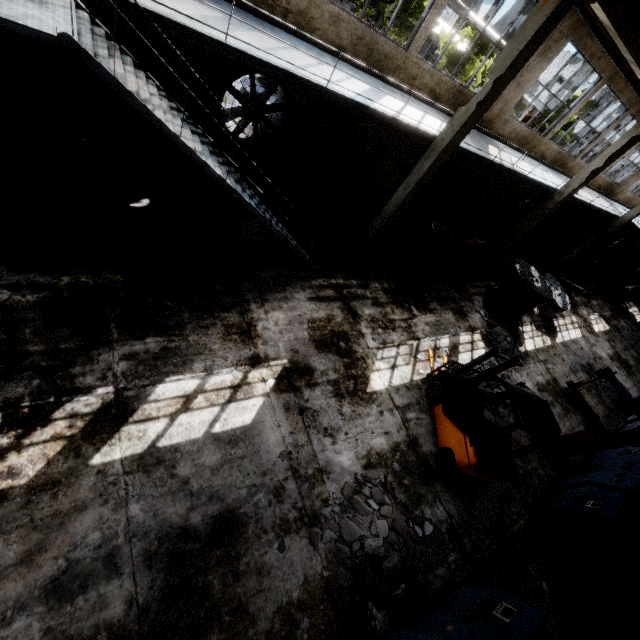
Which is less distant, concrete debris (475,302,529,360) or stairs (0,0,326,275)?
stairs (0,0,326,275)

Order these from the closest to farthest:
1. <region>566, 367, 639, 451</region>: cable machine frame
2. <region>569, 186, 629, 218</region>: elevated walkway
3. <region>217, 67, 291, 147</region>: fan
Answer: <region>217, 67, 291, 147</region>: fan, <region>566, 367, 639, 451</region>: cable machine frame, <region>569, 186, 629, 218</region>: elevated walkway

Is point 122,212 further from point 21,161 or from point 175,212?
point 21,161

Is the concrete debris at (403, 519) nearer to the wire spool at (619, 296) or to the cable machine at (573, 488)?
the cable machine at (573, 488)

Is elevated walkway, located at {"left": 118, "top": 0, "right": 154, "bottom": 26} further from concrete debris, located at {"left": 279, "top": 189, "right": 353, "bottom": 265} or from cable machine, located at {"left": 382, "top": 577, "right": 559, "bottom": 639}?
concrete debris, located at {"left": 279, "top": 189, "right": 353, "bottom": 265}

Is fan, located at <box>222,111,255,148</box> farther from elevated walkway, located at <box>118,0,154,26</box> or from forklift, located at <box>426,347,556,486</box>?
forklift, located at <box>426,347,556,486</box>

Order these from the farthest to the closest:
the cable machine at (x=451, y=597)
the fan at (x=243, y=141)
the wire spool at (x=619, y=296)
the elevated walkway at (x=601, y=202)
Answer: the wire spool at (x=619, y=296)
the elevated walkway at (x=601, y=202)
the fan at (x=243, y=141)
the cable machine at (x=451, y=597)

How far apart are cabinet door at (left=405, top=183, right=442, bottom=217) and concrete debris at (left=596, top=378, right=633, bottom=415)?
11.03m
